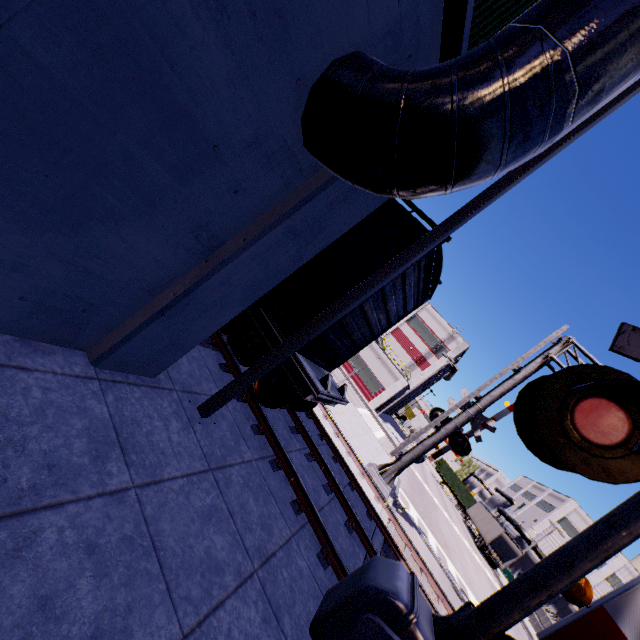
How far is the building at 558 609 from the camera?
44.47m

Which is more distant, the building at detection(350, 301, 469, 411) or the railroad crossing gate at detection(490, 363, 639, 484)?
the building at detection(350, 301, 469, 411)

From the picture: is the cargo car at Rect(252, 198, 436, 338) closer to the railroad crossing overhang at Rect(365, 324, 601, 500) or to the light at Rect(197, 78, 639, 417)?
the light at Rect(197, 78, 639, 417)

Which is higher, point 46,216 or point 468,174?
point 468,174

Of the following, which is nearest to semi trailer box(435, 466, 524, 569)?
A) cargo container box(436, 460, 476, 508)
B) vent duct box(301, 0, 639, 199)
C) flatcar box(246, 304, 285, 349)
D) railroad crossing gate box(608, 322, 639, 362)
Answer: cargo container box(436, 460, 476, 508)

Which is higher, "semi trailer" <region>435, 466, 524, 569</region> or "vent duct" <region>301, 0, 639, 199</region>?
"vent duct" <region>301, 0, 639, 199</region>

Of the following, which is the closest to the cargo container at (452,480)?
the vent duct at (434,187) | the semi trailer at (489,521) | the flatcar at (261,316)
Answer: the semi trailer at (489,521)

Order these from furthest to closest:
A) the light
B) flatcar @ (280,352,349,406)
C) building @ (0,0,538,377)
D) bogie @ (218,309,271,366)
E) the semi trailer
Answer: the semi trailer
bogie @ (218,309,271,366)
flatcar @ (280,352,349,406)
the light
building @ (0,0,538,377)
